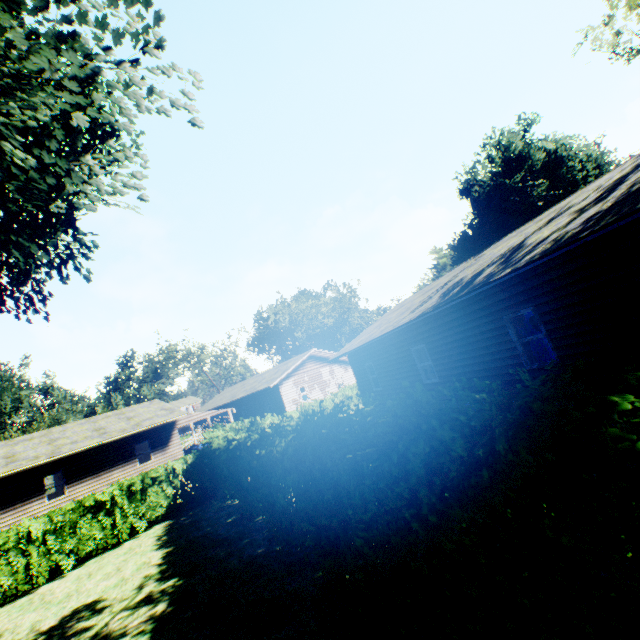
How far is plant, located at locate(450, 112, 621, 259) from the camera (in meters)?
48.84

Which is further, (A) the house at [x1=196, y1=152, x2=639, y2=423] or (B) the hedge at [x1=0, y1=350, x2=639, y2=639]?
(A) the house at [x1=196, y1=152, x2=639, y2=423]

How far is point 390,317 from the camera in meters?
17.4 m

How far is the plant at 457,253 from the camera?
48.84m

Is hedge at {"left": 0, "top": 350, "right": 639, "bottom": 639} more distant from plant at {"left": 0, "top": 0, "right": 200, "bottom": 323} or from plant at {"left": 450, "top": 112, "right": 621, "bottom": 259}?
plant at {"left": 0, "top": 0, "right": 200, "bottom": 323}

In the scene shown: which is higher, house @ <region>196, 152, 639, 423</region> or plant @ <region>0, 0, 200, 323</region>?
plant @ <region>0, 0, 200, 323</region>

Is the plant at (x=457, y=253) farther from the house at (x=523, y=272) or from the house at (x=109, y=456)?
the house at (x=109, y=456)

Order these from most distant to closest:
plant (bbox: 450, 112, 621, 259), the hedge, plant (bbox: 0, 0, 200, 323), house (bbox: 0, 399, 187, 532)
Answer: plant (bbox: 450, 112, 621, 259) → house (bbox: 0, 399, 187, 532) → plant (bbox: 0, 0, 200, 323) → the hedge
